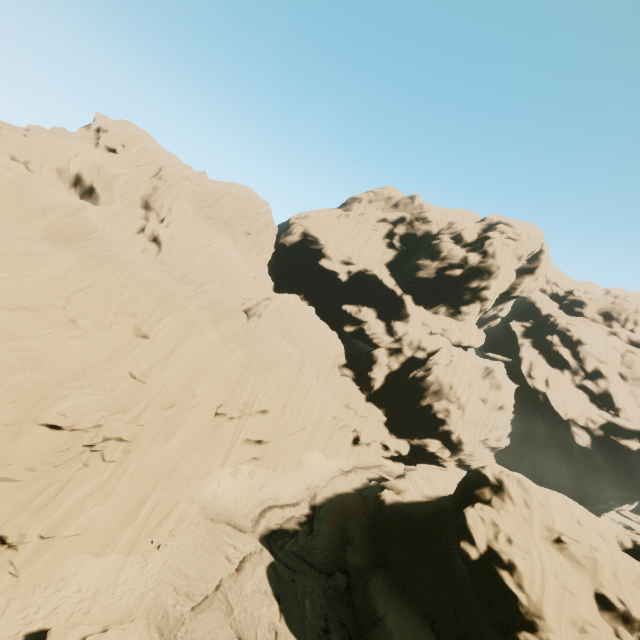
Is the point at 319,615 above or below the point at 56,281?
below

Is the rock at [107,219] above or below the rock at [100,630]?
above

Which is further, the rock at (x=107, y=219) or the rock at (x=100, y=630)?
the rock at (x=107, y=219)

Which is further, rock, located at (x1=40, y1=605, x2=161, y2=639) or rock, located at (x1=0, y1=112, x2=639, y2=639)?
rock, located at (x1=0, y1=112, x2=639, y2=639)

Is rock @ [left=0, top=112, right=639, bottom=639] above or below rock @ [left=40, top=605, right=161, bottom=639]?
above
